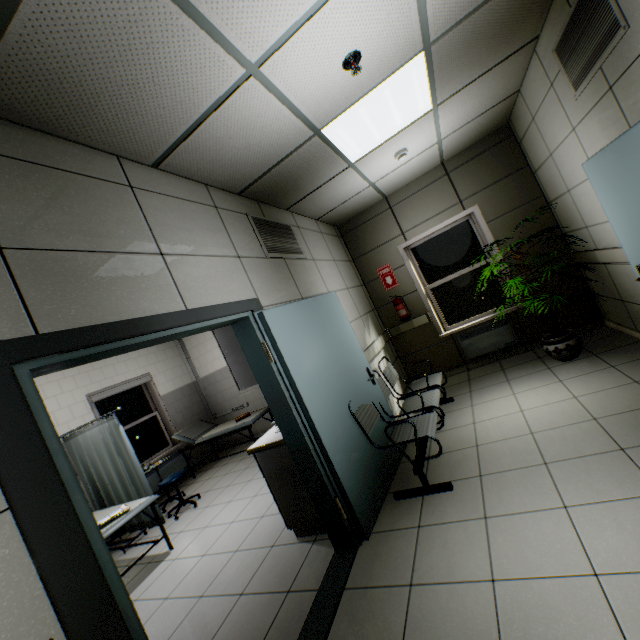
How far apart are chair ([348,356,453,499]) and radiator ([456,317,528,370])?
2.40m

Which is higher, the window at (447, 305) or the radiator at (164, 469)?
the window at (447, 305)

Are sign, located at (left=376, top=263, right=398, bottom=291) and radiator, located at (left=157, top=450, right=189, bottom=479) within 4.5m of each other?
no

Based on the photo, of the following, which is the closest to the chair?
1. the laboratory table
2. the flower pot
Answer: the laboratory table

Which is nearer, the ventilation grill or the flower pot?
the ventilation grill

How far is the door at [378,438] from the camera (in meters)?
3.24

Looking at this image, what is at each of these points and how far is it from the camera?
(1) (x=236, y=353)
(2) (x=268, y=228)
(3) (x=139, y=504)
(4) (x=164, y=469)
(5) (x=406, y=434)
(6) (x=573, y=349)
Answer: (1) cabinet, 3.0 meters
(2) ventilation grill, 3.5 meters
(3) couch, 3.8 meters
(4) radiator, 6.4 meters
(5) chair, 3.0 meters
(6) flower pot, 4.0 meters

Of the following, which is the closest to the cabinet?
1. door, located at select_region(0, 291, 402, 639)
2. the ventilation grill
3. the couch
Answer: door, located at select_region(0, 291, 402, 639)
